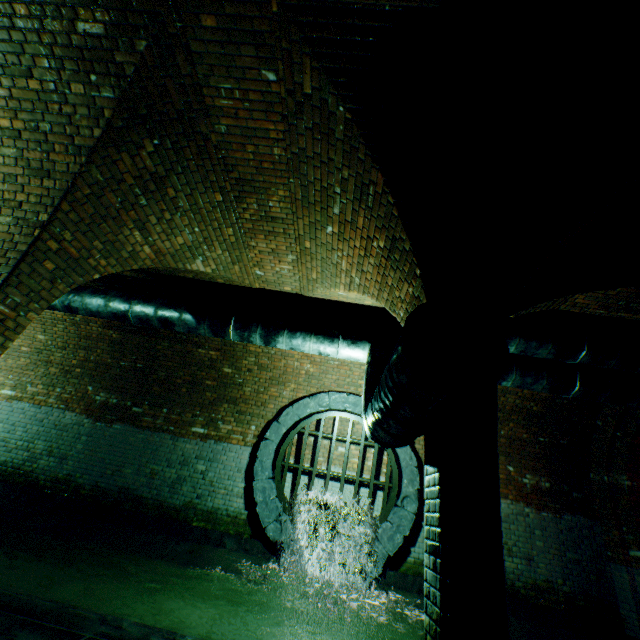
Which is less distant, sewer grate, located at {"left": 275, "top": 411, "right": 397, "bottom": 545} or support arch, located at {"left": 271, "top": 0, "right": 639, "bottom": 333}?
support arch, located at {"left": 271, "top": 0, "right": 639, "bottom": 333}

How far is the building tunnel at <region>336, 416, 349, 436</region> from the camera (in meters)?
7.36

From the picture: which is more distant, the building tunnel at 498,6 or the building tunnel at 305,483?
the building tunnel at 305,483

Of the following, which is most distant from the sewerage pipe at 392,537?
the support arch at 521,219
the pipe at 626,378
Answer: the support arch at 521,219

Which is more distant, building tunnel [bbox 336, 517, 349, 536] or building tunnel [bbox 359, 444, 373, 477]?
building tunnel [bbox 359, 444, 373, 477]

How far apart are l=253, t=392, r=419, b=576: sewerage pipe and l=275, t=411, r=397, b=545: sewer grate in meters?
0.0

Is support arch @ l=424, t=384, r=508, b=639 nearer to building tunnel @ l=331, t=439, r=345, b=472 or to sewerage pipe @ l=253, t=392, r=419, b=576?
building tunnel @ l=331, t=439, r=345, b=472

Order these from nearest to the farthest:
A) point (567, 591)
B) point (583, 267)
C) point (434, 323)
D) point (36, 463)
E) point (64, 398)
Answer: point (434, 323), point (583, 267), point (567, 591), point (36, 463), point (64, 398)
